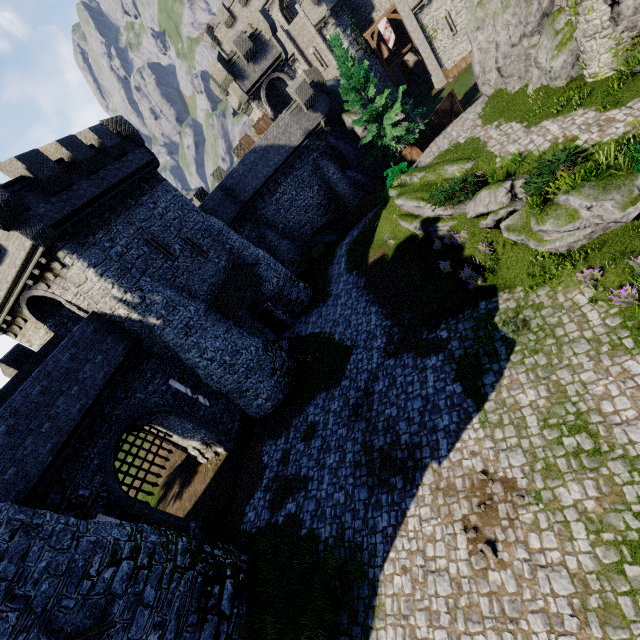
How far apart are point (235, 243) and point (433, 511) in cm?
2058

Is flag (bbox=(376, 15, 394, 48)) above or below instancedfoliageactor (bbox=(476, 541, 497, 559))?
above

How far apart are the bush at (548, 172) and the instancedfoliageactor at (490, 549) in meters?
11.9

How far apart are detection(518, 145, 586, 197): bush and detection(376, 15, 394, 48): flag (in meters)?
34.93

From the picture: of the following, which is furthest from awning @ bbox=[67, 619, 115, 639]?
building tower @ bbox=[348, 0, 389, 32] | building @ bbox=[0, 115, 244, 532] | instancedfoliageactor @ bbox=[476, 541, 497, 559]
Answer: building tower @ bbox=[348, 0, 389, 32]

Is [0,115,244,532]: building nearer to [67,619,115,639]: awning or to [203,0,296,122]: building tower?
[67,619,115,639]: awning

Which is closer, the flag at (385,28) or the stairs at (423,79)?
the flag at (385,28)

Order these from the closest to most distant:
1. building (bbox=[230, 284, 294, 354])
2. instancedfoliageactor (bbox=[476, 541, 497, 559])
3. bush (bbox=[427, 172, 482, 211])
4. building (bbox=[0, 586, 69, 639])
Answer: instancedfoliageactor (bbox=[476, 541, 497, 559]), building (bbox=[0, 586, 69, 639]), bush (bbox=[427, 172, 482, 211]), building (bbox=[230, 284, 294, 354])
